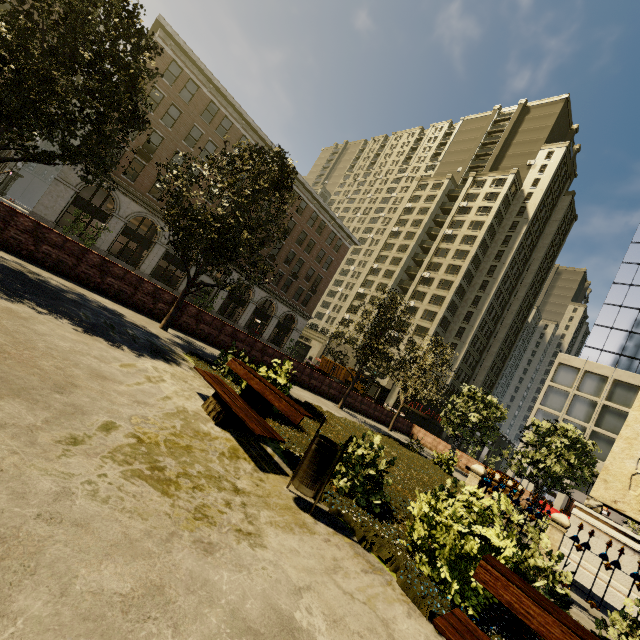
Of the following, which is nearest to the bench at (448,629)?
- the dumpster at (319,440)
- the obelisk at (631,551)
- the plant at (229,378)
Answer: the plant at (229,378)

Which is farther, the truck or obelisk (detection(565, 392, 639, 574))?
the truck

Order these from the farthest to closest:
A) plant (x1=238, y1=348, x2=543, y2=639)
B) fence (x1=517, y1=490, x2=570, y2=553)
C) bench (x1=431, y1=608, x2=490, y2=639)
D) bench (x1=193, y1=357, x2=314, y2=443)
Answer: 1. fence (x1=517, y1=490, x2=570, y2=553)
2. bench (x1=193, y1=357, x2=314, y2=443)
3. plant (x1=238, y1=348, x2=543, y2=639)
4. bench (x1=431, y1=608, x2=490, y2=639)

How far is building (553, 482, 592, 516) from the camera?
32.6m

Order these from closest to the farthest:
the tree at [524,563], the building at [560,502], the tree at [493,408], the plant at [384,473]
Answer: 1. the plant at [384,473]
2. the tree at [524,563]
3. the tree at [493,408]
4. the building at [560,502]

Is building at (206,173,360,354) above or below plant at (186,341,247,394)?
above

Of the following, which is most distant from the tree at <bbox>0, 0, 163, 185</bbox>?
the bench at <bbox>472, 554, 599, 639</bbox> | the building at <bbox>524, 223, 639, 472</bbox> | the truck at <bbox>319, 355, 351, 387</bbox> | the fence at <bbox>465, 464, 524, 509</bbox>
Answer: the truck at <bbox>319, 355, 351, 387</bbox>

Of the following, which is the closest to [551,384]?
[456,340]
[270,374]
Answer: [456,340]
